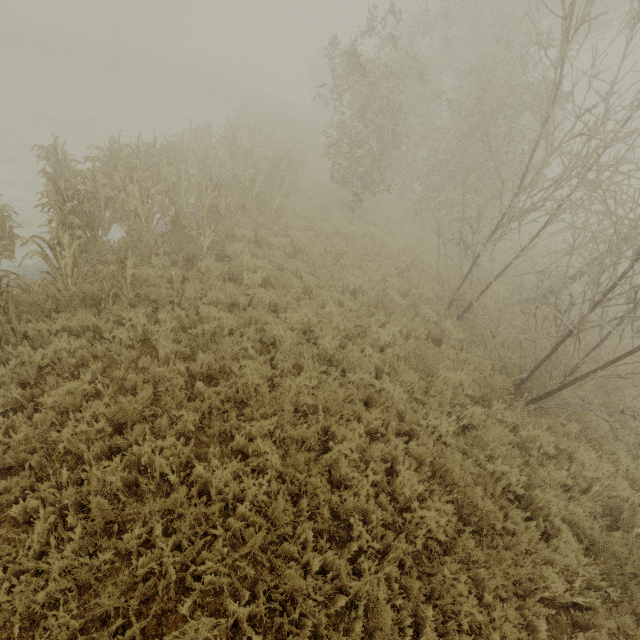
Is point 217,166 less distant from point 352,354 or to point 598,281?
point 352,354

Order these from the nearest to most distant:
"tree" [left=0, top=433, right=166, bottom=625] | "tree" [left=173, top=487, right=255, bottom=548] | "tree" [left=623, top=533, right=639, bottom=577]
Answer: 1. "tree" [left=0, top=433, right=166, bottom=625]
2. "tree" [left=173, top=487, right=255, bottom=548]
3. "tree" [left=623, top=533, right=639, bottom=577]

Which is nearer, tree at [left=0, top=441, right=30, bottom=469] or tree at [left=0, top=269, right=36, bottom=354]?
tree at [left=0, top=441, right=30, bottom=469]

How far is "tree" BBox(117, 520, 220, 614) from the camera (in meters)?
3.33

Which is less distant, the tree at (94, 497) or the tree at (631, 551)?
the tree at (94, 497)

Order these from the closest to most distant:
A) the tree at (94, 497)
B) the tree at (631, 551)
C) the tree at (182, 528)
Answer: the tree at (94, 497), the tree at (182, 528), the tree at (631, 551)
